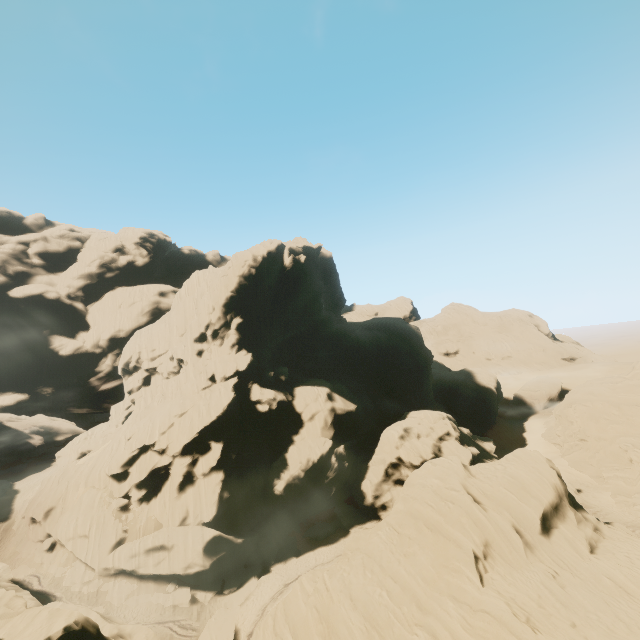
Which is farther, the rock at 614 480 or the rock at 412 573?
the rock at 614 480

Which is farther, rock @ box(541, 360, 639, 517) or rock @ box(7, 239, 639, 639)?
rock @ box(541, 360, 639, 517)

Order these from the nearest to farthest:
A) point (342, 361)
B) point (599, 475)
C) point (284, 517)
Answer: point (284, 517)
point (599, 475)
point (342, 361)
